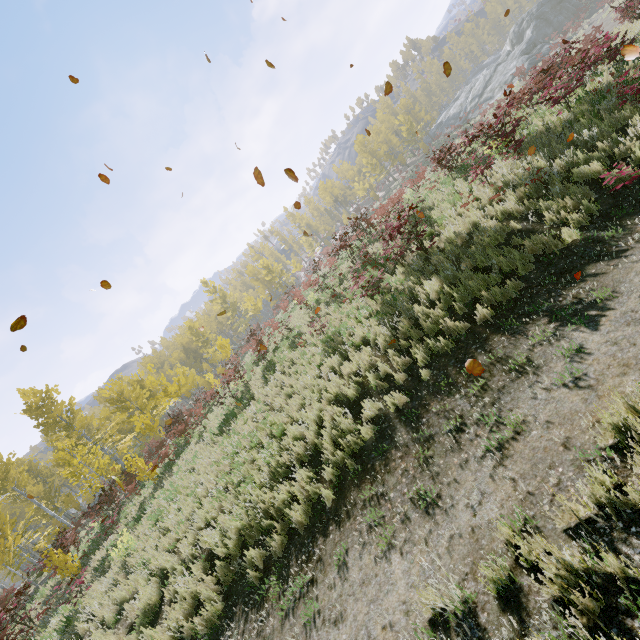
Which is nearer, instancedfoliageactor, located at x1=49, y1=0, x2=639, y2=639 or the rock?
instancedfoliageactor, located at x1=49, y1=0, x2=639, y2=639

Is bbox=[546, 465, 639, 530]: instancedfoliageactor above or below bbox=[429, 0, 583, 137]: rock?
below

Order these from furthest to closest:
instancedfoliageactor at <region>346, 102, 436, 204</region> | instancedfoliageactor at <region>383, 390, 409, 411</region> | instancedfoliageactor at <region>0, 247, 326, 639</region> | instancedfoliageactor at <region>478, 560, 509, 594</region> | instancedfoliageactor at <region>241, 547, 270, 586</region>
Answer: instancedfoliageactor at <region>346, 102, 436, 204</region>, instancedfoliageactor at <region>0, 247, 326, 639</region>, instancedfoliageactor at <region>383, 390, 409, 411</region>, instancedfoliageactor at <region>241, 547, 270, 586</region>, instancedfoliageactor at <region>478, 560, 509, 594</region>

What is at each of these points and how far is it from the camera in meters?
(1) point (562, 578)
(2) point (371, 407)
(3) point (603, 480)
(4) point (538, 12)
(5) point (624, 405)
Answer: (1) instancedfoliageactor, 2.6
(2) instancedfoliageactor, 6.8
(3) instancedfoliageactor, 3.0
(4) rock, 44.1
(5) instancedfoliageactor, 3.4

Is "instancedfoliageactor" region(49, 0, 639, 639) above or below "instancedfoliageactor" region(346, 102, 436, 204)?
below

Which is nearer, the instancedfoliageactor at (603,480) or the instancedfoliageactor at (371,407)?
the instancedfoliageactor at (603,480)

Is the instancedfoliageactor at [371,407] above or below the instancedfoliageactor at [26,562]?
below

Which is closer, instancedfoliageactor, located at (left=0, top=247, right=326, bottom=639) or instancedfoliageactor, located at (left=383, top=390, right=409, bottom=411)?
instancedfoliageactor, located at (left=383, top=390, right=409, bottom=411)
